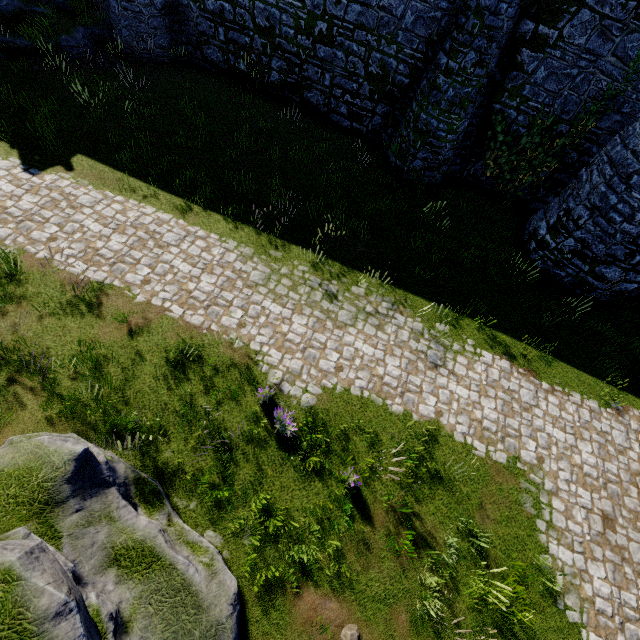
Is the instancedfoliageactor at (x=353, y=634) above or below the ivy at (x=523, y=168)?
below

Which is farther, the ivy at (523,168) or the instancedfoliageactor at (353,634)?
the ivy at (523,168)

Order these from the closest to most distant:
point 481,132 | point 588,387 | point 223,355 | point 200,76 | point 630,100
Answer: point 223,355
point 588,387
point 630,100
point 481,132
point 200,76

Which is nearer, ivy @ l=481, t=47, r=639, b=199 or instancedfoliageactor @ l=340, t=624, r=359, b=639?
instancedfoliageactor @ l=340, t=624, r=359, b=639

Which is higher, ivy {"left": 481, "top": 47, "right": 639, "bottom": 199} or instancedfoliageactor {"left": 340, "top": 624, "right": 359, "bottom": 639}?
ivy {"left": 481, "top": 47, "right": 639, "bottom": 199}
